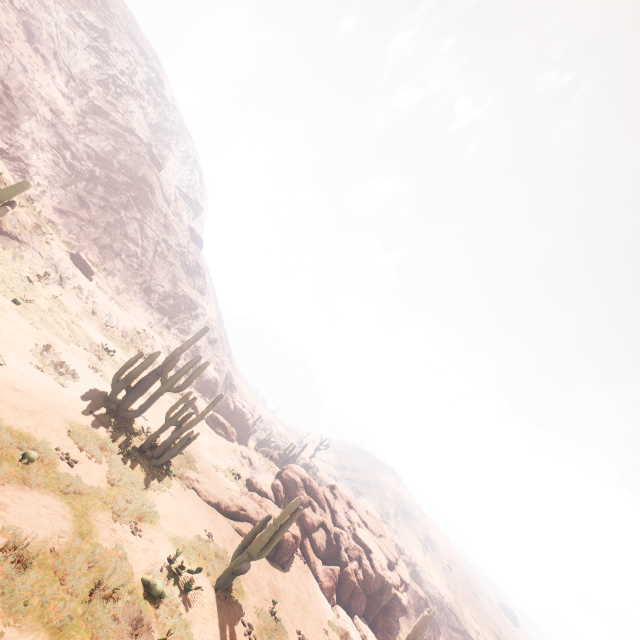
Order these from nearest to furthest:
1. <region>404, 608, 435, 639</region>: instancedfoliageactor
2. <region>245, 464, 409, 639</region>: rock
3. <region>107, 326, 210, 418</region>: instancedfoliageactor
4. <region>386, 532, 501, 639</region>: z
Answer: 1. <region>404, 608, 435, 639</region>: instancedfoliageactor
2. <region>107, 326, 210, 418</region>: instancedfoliageactor
3. <region>245, 464, 409, 639</region>: rock
4. <region>386, 532, 501, 639</region>: z

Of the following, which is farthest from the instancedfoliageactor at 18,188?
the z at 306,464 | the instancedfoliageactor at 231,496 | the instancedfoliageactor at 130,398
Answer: the z at 306,464

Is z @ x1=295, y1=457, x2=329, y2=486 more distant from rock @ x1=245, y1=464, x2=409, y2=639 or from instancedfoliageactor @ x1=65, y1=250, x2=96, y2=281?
instancedfoliageactor @ x1=65, y1=250, x2=96, y2=281

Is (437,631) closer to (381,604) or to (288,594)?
(381,604)

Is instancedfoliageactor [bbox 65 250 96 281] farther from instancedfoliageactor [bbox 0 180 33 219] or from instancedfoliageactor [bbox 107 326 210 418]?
instancedfoliageactor [bbox 107 326 210 418]

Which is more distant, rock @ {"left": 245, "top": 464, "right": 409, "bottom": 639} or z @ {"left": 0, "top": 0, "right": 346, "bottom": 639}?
rock @ {"left": 245, "top": 464, "right": 409, "bottom": 639}

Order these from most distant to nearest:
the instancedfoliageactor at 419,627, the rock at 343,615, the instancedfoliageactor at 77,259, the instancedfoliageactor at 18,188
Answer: the instancedfoliageactor at 77,259 → the rock at 343,615 → the instancedfoliageactor at 18,188 → the instancedfoliageactor at 419,627

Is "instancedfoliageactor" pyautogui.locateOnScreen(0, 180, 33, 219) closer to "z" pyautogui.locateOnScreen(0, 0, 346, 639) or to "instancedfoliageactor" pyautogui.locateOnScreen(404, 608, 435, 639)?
"instancedfoliageactor" pyautogui.locateOnScreen(404, 608, 435, 639)
